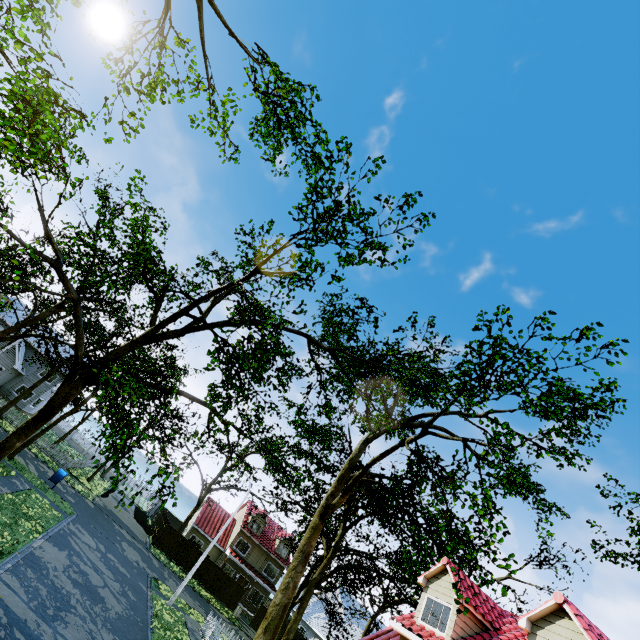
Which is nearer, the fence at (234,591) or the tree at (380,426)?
the tree at (380,426)

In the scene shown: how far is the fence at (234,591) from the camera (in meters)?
34.38

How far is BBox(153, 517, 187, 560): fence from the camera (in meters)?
33.72

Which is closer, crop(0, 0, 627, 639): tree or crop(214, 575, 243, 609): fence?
crop(0, 0, 627, 639): tree

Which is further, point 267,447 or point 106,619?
point 267,447

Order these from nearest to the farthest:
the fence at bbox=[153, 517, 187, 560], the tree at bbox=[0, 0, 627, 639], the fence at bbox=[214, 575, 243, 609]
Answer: the tree at bbox=[0, 0, 627, 639] → the fence at bbox=[153, 517, 187, 560] → the fence at bbox=[214, 575, 243, 609]
